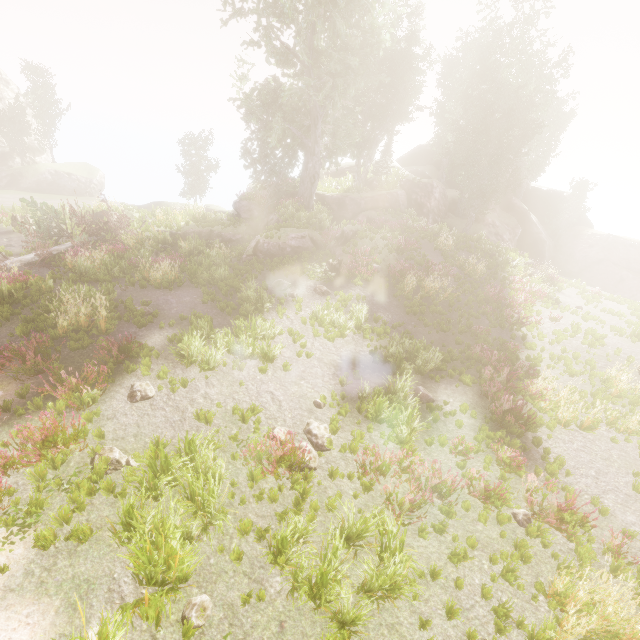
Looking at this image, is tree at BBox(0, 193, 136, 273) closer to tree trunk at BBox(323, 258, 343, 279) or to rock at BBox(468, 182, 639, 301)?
rock at BBox(468, 182, 639, 301)

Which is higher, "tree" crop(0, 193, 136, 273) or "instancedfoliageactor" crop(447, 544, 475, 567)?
"tree" crop(0, 193, 136, 273)

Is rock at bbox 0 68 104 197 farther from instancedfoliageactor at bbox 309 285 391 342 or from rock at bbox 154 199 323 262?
rock at bbox 154 199 323 262

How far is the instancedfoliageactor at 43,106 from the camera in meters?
35.0 m

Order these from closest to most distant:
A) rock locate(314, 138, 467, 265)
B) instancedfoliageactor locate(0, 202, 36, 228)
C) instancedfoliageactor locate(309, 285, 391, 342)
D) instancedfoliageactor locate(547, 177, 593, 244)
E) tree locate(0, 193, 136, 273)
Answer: instancedfoliageactor locate(309, 285, 391, 342)
tree locate(0, 193, 136, 273)
rock locate(314, 138, 467, 265)
instancedfoliageactor locate(0, 202, 36, 228)
instancedfoliageactor locate(547, 177, 593, 244)

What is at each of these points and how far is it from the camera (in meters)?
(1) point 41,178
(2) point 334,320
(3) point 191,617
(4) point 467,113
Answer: (1) rock, 36.47
(2) instancedfoliageactor, 13.33
(3) instancedfoliageactor, 4.92
(4) instancedfoliageactor, 30.36

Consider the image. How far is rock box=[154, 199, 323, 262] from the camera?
20.0 meters

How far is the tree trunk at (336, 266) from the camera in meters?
16.7
